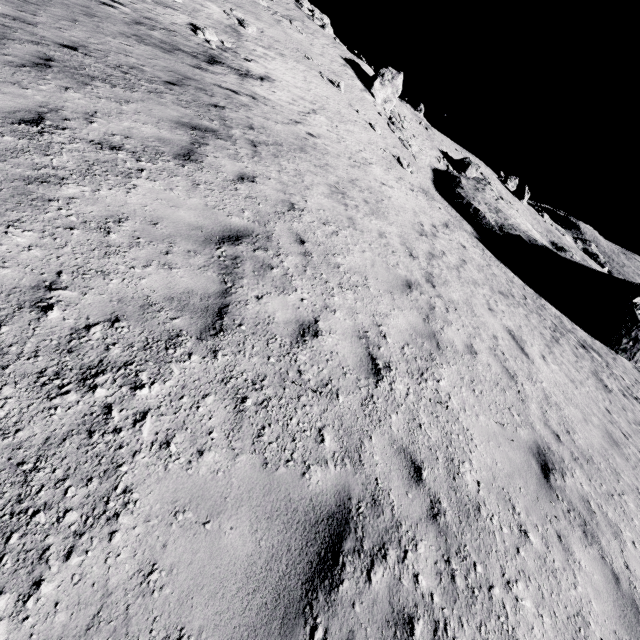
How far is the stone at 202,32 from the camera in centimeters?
1493cm

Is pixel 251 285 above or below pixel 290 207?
below

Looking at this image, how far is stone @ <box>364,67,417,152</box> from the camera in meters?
30.2 m

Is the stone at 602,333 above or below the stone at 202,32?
below

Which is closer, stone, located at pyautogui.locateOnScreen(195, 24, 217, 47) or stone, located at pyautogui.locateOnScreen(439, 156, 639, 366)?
stone, located at pyautogui.locateOnScreen(195, 24, 217, 47)

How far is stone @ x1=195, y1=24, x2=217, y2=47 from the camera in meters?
14.9 m

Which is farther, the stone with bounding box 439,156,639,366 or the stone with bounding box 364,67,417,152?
the stone with bounding box 364,67,417,152
